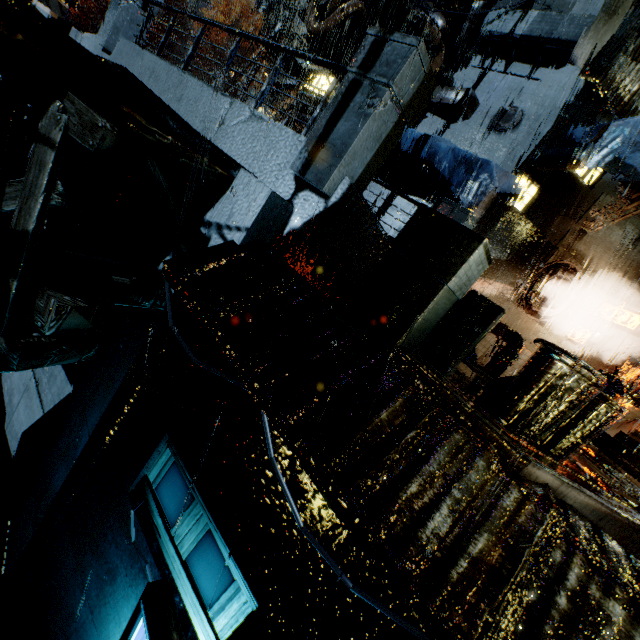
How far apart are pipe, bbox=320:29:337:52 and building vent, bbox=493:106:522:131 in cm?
860

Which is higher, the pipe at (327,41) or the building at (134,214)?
the pipe at (327,41)

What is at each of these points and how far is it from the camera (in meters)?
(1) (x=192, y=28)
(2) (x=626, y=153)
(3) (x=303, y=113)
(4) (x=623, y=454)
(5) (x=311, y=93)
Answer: (1) building, 42.78
(2) cloth, 9.77
(3) building, 16.78
(4) stairs, 11.81
(5) building, 27.22

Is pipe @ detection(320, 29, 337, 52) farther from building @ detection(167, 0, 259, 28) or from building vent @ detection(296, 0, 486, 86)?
building @ detection(167, 0, 259, 28)

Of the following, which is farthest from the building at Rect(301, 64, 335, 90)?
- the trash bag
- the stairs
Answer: the trash bag

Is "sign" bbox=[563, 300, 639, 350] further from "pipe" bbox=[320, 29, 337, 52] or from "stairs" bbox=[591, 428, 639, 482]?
"pipe" bbox=[320, 29, 337, 52]

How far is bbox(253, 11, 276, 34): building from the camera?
48.1 meters

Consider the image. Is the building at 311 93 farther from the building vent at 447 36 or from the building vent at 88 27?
the building vent at 88 27
